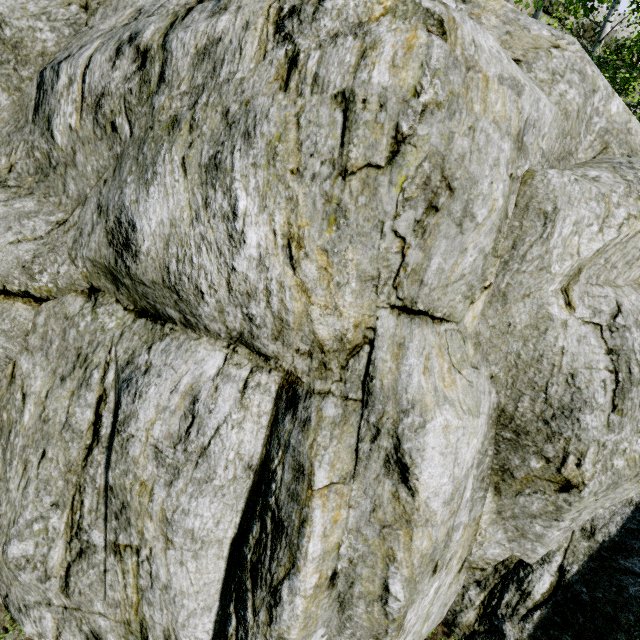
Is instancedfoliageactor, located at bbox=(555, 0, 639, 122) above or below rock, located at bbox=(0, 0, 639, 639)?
above

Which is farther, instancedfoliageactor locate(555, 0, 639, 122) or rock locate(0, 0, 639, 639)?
instancedfoliageactor locate(555, 0, 639, 122)

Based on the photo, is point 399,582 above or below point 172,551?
above

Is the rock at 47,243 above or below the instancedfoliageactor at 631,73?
below

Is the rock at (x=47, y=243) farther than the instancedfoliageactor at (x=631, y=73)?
No
